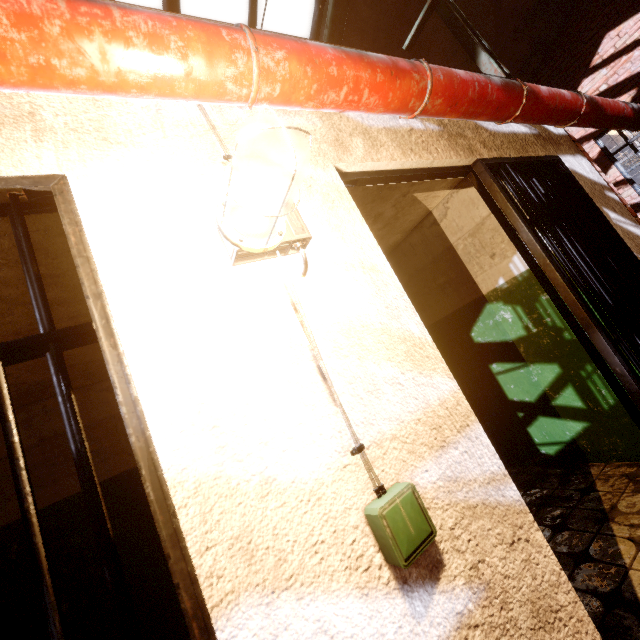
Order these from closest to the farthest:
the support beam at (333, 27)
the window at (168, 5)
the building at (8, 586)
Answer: the building at (8, 586), the window at (168, 5), the support beam at (333, 27)

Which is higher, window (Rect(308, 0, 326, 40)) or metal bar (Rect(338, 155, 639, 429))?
window (Rect(308, 0, 326, 40))

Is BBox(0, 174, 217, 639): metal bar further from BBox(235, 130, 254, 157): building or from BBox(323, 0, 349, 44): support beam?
BBox(323, 0, 349, 44): support beam

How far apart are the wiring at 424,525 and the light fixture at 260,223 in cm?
5

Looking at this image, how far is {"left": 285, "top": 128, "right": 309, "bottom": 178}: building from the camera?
1.3m

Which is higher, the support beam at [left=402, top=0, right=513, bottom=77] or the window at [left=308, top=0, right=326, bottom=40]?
the window at [left=308, top=0, right=326, bottom=40]

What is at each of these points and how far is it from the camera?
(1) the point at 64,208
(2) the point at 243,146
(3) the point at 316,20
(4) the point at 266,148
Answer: (1) metal bar, 0.84m
(2) building, 1.17m
(3) window, 4.49m
(4) building, 1.22m

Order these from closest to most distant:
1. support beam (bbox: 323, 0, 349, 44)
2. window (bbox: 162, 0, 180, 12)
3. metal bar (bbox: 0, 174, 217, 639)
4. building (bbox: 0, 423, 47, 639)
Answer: metal bar (bbox: 0, 174, 217, 639)
building (bbox: 0, 423, 47, 639)
window (bbox: 162, 0, 180, 12)
support beam (bbox: 323, 0, 349, 44)
